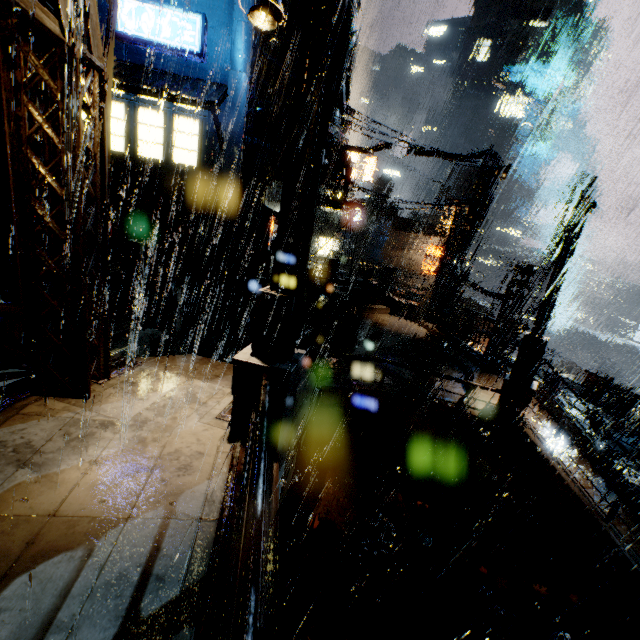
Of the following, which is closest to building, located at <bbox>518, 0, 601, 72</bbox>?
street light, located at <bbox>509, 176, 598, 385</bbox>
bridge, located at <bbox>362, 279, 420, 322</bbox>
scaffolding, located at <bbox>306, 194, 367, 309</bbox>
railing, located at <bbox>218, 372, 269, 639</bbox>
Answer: bridge, located at <bbox>362, 279, 420, 322</bbox>

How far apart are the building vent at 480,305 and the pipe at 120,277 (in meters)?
27.90

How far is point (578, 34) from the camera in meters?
59.3 m

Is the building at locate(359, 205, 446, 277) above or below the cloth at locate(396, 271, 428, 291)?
above

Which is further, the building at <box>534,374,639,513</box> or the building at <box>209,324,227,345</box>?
the building at <box>209,324,227,345</box>

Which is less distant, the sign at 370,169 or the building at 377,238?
the sign at 370,169

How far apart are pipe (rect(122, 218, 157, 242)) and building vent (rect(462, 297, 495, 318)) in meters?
27.9 m

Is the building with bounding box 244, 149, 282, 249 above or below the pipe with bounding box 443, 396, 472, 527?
above
